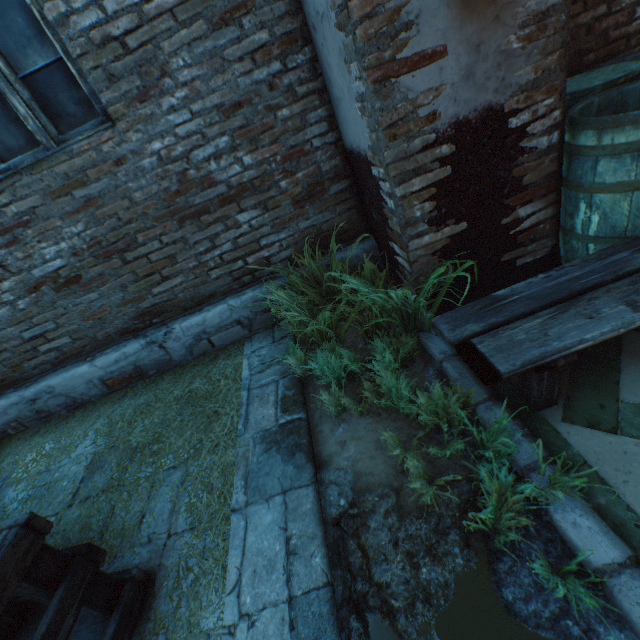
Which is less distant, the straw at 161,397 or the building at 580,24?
the straw at 161,397

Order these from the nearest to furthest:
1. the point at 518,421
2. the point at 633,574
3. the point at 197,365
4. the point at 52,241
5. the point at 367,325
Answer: the point at 633,574
the point at 518,421
the point at 367,325
the point at 52,241
the point at 197,365

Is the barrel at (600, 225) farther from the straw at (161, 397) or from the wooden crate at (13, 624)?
the wooden crate at (13, 624)

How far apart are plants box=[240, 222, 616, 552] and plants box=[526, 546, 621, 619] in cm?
81

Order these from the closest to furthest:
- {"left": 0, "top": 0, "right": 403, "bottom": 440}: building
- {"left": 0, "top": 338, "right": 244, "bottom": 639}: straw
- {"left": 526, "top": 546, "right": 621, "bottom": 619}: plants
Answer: {"left": 526, "top": 546, "right": 621, "bottom": 619}: plants, {"left": 0, "top": 338, "right": 244, "bottom": 639}: straw, {"left": 0, "top": 0, "right": 403, "bottom": 440}: building

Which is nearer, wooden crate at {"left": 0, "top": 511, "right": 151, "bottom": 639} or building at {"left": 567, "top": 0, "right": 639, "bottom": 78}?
wooden crate at {"left": 0, "top": 511, "right": 151, "bottom": 639}

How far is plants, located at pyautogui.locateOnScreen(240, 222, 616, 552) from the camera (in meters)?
Answer: 1.29

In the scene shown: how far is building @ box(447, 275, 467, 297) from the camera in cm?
218
